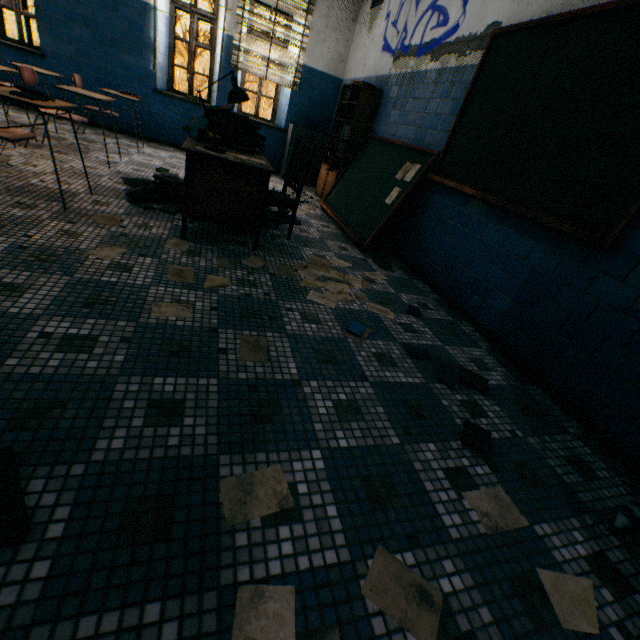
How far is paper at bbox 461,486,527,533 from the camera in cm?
124

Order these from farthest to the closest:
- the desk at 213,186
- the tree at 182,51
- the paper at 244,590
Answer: the tree at 182,51, the desk at 213,186, the paper at 244,590

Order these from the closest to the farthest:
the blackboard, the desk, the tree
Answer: the blackboard, the desk, the tree

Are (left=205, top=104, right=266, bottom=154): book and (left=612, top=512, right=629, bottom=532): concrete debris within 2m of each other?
no

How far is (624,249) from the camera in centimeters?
186cm

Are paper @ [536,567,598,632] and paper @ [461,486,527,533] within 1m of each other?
yes

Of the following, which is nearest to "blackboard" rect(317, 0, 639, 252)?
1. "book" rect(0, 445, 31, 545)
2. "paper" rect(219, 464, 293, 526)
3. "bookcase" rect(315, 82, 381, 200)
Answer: "bookcase" rect(315, 82, 381, 200)

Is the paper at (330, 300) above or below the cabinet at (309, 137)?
below
